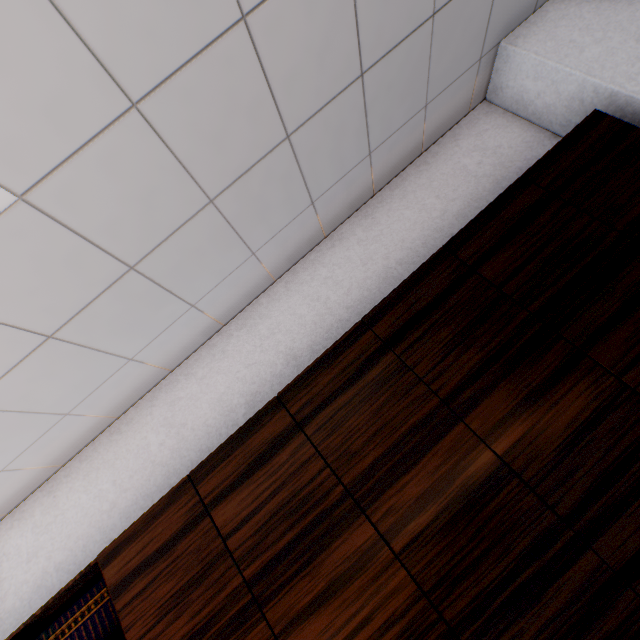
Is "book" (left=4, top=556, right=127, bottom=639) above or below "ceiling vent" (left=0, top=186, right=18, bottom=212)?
below

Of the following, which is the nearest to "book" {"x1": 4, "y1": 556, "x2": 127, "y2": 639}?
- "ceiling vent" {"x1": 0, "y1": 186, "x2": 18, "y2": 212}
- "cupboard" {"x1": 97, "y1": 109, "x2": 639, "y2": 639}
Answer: "cupboard" {"x1": 97, "y1": 109, "x2": 639, "y2": 639}

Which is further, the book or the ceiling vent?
the book

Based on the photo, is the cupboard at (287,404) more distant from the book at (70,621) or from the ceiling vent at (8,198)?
the ceiling vent at (8,198)

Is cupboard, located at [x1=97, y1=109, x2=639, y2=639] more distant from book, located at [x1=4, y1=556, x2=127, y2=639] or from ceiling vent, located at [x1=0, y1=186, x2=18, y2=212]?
ceiling vent, located at [x1=0, y1=186, x2=18, y2=212]

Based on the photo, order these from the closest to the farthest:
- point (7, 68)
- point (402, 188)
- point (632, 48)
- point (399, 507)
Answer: point (7, 68) → point (399, 507) → point (632, 48) → point (402, 188)
